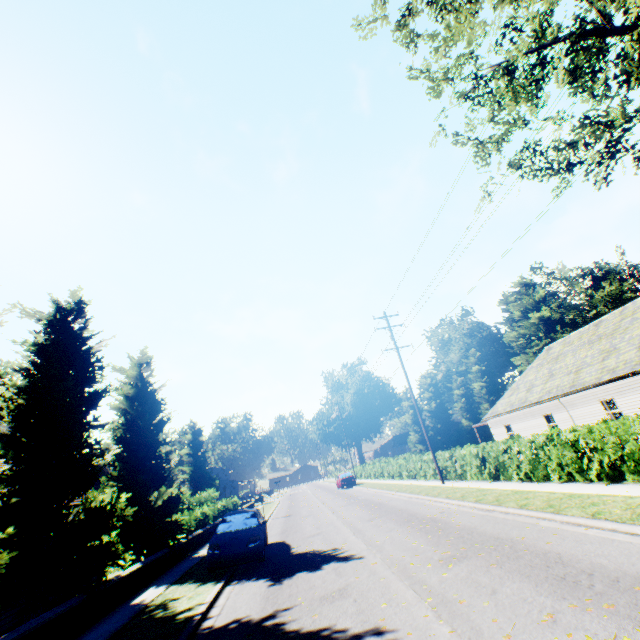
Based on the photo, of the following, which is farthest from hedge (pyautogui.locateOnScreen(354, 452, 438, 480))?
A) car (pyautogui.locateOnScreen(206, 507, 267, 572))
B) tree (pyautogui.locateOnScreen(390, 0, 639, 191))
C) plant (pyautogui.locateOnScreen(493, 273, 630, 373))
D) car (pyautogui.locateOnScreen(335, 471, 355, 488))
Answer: car (pyautogui.locateOnScreen(206, 507, 267, 572))

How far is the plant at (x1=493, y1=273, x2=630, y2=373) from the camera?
47.7 meters

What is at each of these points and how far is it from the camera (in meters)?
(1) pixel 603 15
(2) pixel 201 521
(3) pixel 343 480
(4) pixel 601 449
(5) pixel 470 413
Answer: (1) tree, 9.48
(2) hedge, 21.92
(3) car, 37.22
(4) hedge, 10.79
(5) tree, 54.91

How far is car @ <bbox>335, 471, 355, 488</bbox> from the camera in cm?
3706

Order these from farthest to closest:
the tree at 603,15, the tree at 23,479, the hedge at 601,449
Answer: the tree at 603,15 → the hedge at 601,449 → the tree at 23,479

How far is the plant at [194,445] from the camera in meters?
54.6

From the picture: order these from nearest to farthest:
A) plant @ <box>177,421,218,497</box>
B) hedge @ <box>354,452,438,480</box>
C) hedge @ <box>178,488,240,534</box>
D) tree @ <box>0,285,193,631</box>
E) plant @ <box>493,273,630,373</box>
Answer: tree @ <box>0,285,193,631</box> < hedge @ <box>178,488,240,534</box> < hedge @ <box>354,452,438,480</box> < plant @ <box>493,273,630,373</box> < plant @ <box>177,421,218,497</box>

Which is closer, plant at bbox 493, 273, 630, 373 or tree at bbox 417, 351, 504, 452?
plant at bbox 493, 273, 630, 373
